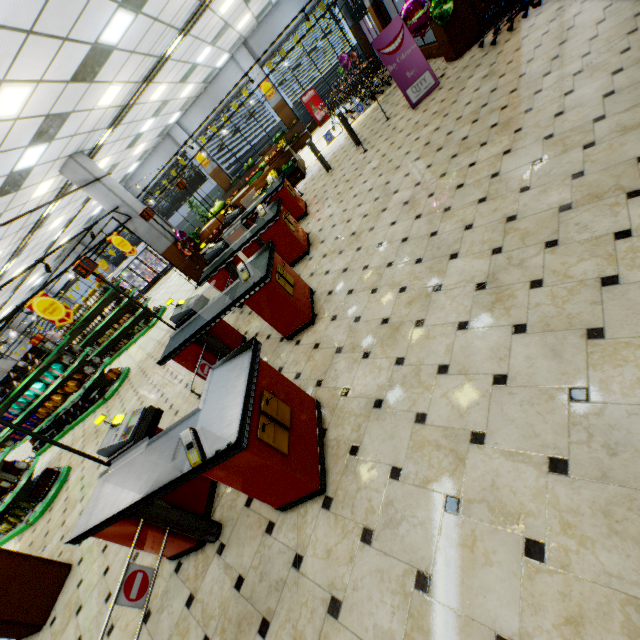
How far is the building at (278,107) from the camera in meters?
16.6

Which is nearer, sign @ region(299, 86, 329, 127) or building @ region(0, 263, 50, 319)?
sign @ region(299, 86, 329, 127)

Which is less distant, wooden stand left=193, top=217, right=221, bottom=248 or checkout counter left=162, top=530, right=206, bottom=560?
checkout counter left=162, top=530, right=206, bottom=560

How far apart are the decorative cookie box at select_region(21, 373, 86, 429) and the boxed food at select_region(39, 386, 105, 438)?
0.18m

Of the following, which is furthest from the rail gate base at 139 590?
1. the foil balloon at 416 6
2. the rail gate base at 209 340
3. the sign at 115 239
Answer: the foil balloon at 416 6

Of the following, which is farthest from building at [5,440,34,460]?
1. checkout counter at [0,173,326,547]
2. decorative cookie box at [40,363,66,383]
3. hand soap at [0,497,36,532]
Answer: decorative cookie box at [40,363,66,383]

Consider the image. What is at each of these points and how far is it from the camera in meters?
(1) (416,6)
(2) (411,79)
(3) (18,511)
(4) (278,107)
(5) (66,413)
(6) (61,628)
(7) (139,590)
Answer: (1) foil balloon, 7.1 m
(2) sign, 7.6 m
(3) hand soap, 6.9 m
(4) building, 16.8 m
(5) boxed food, 9.8 m
(6) building, 3.8 m
(7) rail gate base, 2.4 m

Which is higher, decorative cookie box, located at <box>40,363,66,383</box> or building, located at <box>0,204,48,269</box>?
building, located at <box>0,204,48,269</box>
